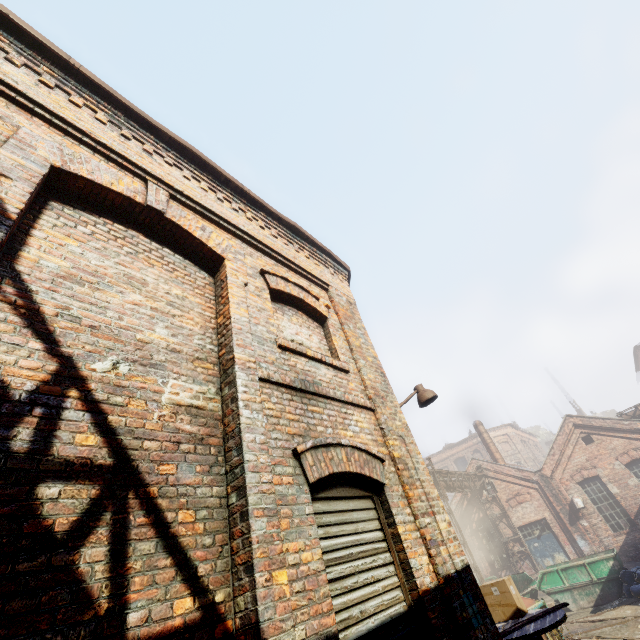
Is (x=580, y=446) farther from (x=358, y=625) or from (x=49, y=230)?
(x=49, y=230)

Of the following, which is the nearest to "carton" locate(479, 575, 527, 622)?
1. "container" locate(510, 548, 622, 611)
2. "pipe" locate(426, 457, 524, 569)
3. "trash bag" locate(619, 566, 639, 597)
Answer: "pipe" locate(426, 457, 524, 569)

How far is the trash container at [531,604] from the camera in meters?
8.4 m

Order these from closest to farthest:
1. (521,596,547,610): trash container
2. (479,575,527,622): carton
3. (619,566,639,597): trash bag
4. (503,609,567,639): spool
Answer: (503,609,567,639): spool, (479,575,527,622): carton, (521,596,547,610): trash container, (619,566,639,597): trash bag

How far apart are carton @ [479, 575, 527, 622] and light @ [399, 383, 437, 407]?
2.69m

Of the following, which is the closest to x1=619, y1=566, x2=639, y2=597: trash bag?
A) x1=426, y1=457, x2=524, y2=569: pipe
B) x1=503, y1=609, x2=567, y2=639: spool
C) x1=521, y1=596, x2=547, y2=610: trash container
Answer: x1=426, y1=457, x2=524, y2=569: pipe

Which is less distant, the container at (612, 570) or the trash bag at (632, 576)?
the trash bag at (632, 576)

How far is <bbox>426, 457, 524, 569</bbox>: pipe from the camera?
15.8m
